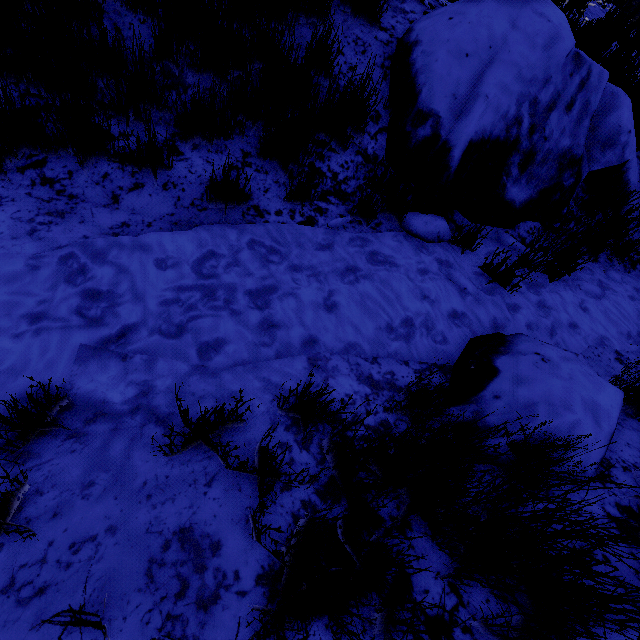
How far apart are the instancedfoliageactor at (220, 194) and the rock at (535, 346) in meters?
1.9 m

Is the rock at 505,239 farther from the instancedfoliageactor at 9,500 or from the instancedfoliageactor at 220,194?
the instancedfoliageactor at 9,500

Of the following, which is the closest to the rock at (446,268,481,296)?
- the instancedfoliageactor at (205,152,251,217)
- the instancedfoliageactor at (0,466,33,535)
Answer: the instancedfoliageactor at (205,152,251,217)

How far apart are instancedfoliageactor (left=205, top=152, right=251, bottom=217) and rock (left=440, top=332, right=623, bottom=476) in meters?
1.9 m

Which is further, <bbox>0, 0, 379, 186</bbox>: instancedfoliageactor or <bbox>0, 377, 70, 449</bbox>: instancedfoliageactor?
<bbox>0, 0, 379, 186</bbox>: instancedfoliageactor

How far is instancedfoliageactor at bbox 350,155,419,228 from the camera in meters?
2.6 m

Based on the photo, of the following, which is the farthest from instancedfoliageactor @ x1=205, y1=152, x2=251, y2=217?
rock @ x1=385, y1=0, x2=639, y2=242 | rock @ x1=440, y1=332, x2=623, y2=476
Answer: rock @ x1=440, y1=332, x2=623, y2=476

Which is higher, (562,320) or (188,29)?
(188,29)
